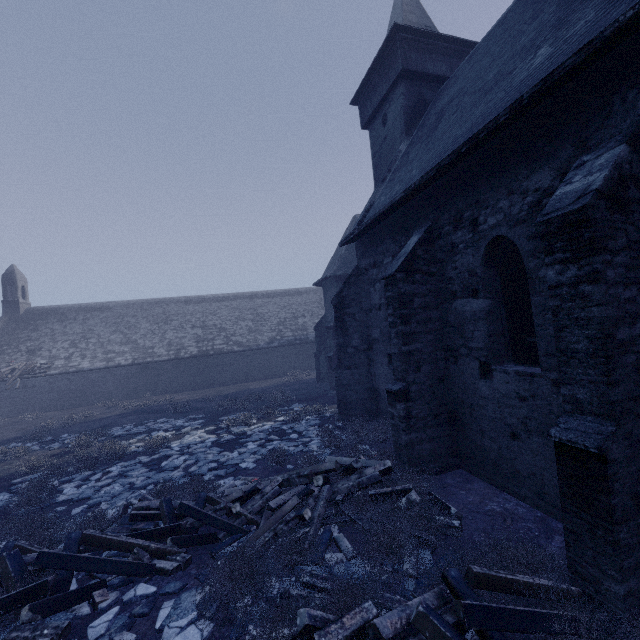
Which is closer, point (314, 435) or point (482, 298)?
point (482, 298)

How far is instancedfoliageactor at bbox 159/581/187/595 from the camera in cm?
502

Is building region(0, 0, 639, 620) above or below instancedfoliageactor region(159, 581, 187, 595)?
above

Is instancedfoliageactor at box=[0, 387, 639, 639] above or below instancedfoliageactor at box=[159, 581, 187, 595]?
above

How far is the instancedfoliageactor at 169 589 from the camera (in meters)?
5.02

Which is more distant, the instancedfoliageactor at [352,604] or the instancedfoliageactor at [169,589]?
the instancedfoliageactor at [169,589]

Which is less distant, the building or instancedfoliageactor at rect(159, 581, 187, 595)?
the building

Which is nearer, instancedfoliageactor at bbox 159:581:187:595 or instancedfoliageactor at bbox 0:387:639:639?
instancedfoliageactor at bbox 0:387:639:639
